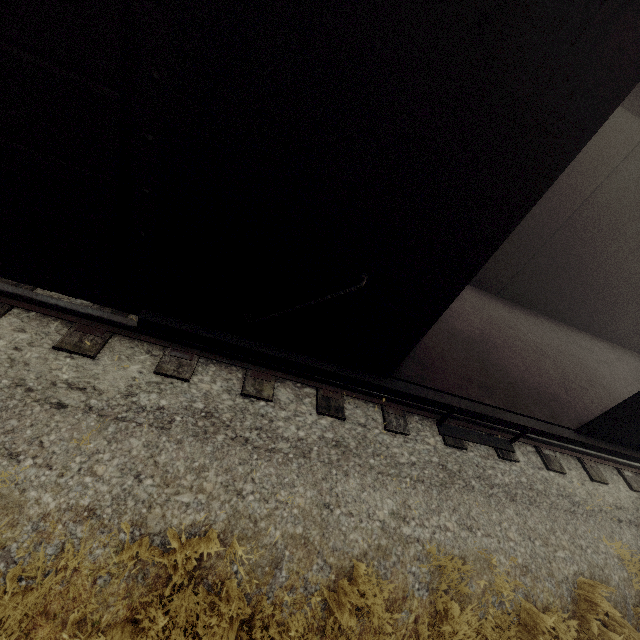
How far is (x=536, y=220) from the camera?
5.82m
